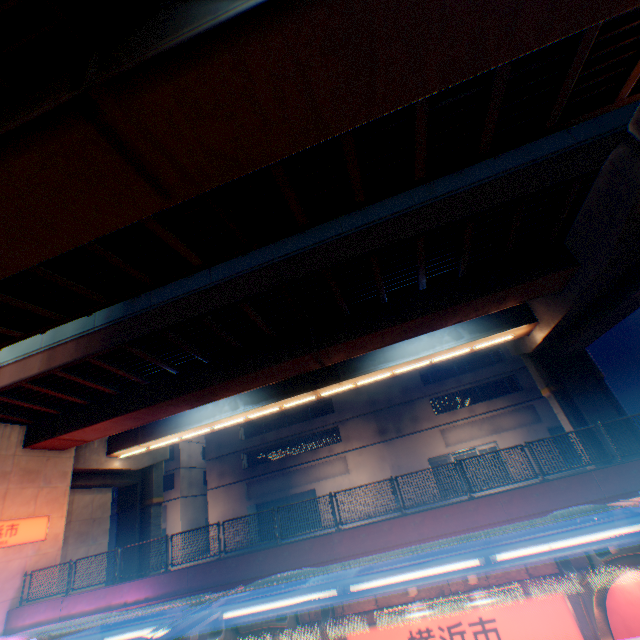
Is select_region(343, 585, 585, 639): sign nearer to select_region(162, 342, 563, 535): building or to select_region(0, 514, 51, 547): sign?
select_region(0, 514, 51, 547): sign

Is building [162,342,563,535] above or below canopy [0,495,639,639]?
above

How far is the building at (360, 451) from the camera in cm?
3020

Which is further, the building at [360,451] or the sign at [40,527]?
the building at [360,451]

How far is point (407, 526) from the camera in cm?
1124

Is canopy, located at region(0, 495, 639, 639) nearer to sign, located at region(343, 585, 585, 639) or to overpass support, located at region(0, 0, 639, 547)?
sign, located at region(343, 585, 585, 639)

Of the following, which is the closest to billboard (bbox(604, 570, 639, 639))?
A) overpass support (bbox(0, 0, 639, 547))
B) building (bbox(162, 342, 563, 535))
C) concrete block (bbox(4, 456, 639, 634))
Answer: concrete block (bbox(4, 456, 639, 634))

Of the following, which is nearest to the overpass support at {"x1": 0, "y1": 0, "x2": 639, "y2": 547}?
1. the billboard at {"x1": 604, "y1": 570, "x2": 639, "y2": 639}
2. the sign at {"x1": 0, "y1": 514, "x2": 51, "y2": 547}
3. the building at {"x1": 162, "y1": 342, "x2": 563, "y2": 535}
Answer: the sign at {"x1": 0, "y1": 514, "x2": 51, "y2": 547}
